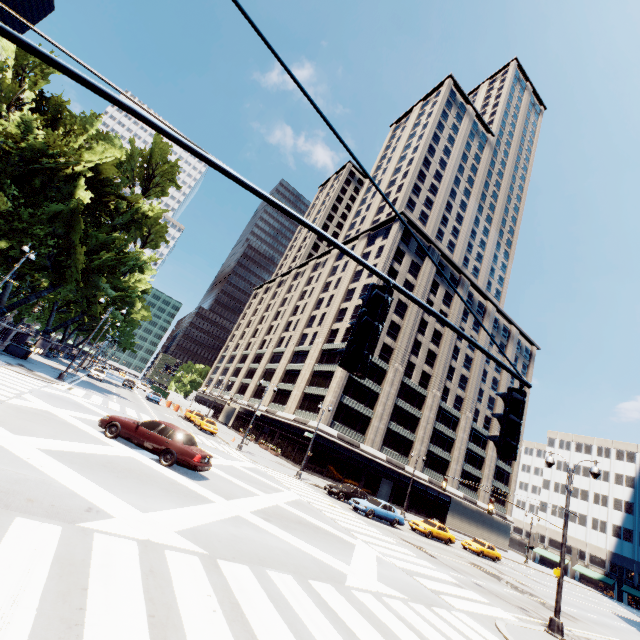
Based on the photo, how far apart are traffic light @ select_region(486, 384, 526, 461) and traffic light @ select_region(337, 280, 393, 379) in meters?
2.3 m

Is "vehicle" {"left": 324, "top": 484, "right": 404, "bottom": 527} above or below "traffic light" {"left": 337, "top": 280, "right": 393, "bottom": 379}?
below

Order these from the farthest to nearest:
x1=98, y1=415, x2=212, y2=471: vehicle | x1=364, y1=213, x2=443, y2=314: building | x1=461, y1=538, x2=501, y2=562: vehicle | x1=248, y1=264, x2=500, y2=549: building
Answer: x1=364, y1=213, x2=443, y2=314: building < x1=248, y1=264, x2=500, y2=549: building < x1=461, y1=538, x2=501, y2=562: vehicle < x1=98, y1=415, x2=212, y2=471: vehicle

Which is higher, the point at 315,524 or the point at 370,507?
the point at 370,507

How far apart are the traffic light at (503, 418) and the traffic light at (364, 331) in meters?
2.3 m

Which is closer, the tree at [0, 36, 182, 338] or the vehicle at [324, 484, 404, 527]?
the tree at [0, 36, 182, 338]

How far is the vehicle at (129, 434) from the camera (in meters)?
13.34

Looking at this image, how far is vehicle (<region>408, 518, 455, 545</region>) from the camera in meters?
29.0
